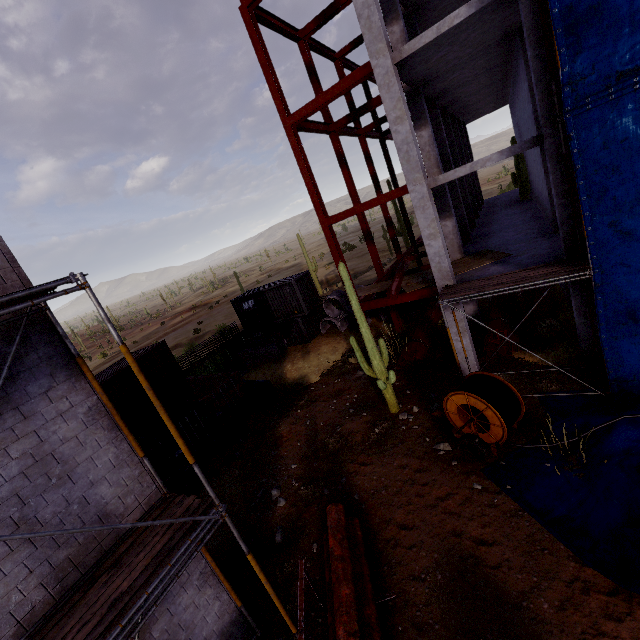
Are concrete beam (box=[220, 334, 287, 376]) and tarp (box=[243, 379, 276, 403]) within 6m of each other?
yes

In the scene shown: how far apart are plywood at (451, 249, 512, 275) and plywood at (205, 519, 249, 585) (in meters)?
11.24

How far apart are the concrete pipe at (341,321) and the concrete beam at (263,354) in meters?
3.2 m

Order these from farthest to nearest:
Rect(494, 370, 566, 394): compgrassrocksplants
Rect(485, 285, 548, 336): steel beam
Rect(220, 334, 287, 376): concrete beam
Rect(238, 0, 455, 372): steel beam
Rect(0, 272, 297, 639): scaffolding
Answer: Rect(220, 334, 287, 376): concrete beam
Rect(485, 285, 548, 336): steel beam
Rect(238, 0, 455, 372): steel beam
Rect(494, 370, 566, 394): compgrassrocksplants
Rect(0, 272, 297, 639): scaffolding

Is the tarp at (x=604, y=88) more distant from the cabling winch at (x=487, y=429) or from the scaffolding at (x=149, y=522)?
the scaffolding at (x=149, y=522)

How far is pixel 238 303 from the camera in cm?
2445

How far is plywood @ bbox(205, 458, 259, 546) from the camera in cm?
1007

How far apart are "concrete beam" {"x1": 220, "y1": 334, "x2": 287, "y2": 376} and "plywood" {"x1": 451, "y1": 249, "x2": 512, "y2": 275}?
12.7m
